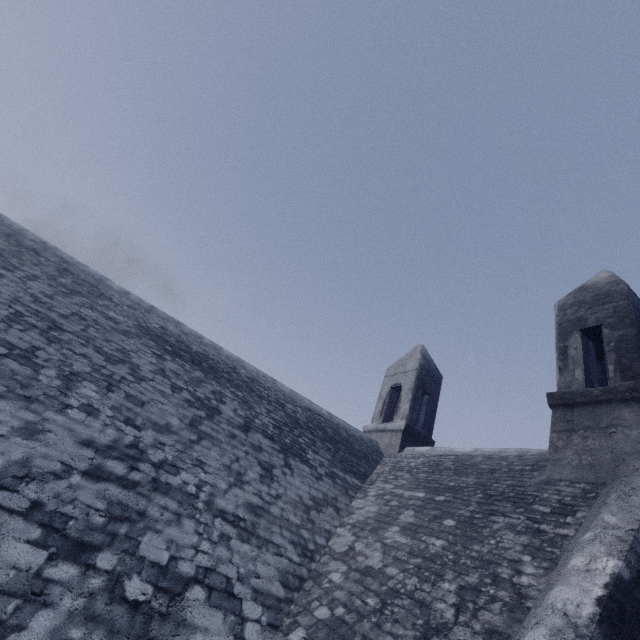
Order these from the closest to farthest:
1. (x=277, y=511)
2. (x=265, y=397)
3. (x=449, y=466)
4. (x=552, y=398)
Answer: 1. (x=277, y=511)
2. (x=552, y=398)
3. (x=449, y=466)
4. (x=265, y=397)
